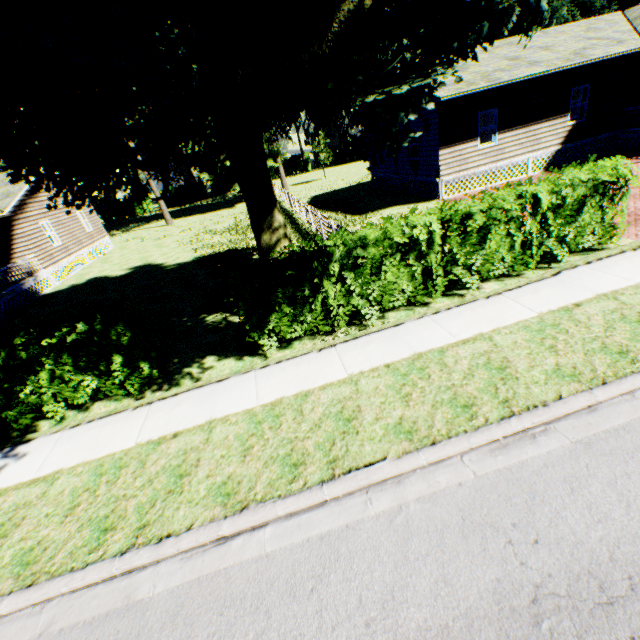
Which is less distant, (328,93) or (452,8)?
(452,8)

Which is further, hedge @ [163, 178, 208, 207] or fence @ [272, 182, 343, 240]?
hedge @ [163, 178, 208, 207]

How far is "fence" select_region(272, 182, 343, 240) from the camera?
12.93m

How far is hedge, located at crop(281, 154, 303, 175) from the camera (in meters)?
57.25

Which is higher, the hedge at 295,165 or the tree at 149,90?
the tree at 149,90

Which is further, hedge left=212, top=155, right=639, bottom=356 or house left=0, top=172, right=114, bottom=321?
house left=0, top=172, right=114, bottom=321

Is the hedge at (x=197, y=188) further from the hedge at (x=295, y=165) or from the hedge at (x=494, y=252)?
the hedge at (x=494, y=252)

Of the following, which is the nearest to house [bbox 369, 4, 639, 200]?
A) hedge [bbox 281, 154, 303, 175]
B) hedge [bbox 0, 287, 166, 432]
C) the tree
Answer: the tree
